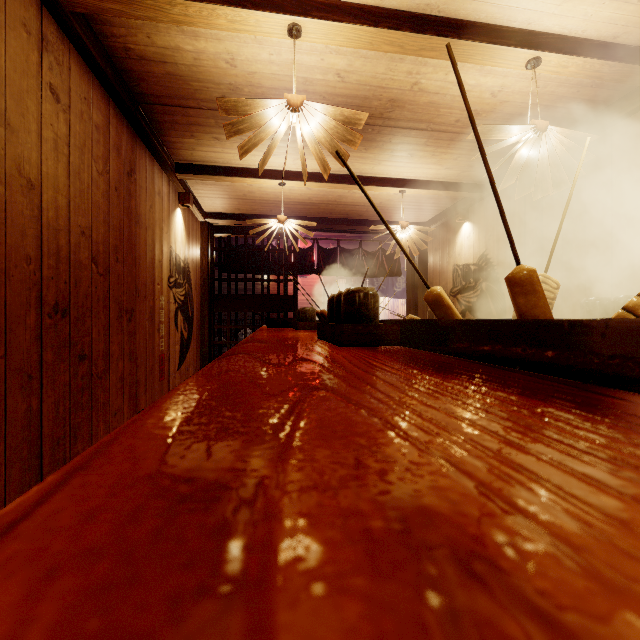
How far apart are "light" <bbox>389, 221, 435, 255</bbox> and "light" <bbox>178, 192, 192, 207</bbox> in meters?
4.1

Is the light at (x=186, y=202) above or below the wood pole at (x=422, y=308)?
above

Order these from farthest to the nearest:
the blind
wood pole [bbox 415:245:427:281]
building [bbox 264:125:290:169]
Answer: the blind, wood pole [bbox 415:245:427:281], building [bbox 264:125:290:169]

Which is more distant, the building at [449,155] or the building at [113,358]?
the building at [449,155]

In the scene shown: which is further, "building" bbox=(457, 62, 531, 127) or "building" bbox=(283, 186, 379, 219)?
"building" bbox=(283, 186, 379, 219)

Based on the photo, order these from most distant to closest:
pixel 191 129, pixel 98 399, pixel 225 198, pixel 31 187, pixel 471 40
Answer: pixel 225 198 < pixel 191 129 < pixel 98 399 < pixel 471 40 < pixel 31 187

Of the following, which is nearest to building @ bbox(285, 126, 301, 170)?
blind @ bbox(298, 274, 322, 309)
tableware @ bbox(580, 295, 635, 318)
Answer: tableware @ bbox(580, 295, 635, 318)

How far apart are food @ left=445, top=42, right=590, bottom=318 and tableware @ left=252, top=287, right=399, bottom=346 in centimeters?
61cm
